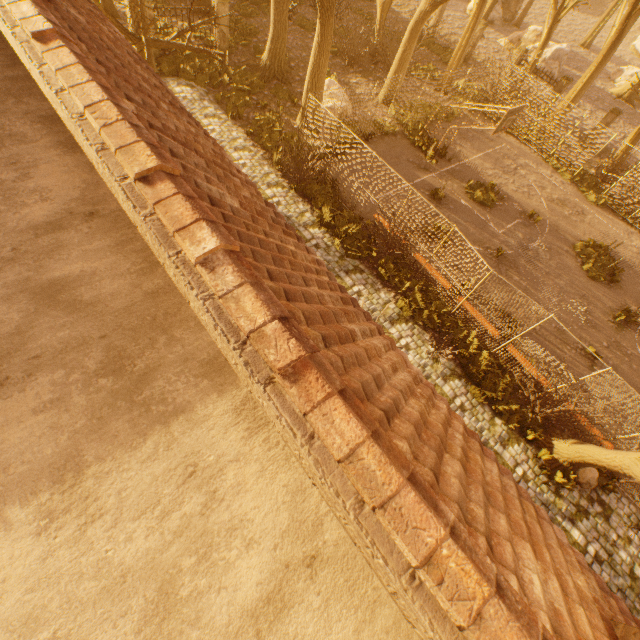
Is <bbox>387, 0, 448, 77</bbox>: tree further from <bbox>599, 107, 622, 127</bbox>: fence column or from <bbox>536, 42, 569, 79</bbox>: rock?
<bbox>536, 42, 569, 79</bbox>: rock

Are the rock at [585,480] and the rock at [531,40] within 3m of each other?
no

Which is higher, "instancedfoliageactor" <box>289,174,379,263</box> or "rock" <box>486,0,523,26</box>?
"rock" <box>486,0,523,26</box>

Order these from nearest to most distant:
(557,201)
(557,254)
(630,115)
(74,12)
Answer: (74,12) < (557,254) < (557,201) < (630,115)

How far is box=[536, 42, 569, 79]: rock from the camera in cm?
2828

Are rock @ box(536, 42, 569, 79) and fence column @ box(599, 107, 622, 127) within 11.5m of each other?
yes

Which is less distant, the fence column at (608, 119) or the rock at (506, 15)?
the fence column at (608, 119)

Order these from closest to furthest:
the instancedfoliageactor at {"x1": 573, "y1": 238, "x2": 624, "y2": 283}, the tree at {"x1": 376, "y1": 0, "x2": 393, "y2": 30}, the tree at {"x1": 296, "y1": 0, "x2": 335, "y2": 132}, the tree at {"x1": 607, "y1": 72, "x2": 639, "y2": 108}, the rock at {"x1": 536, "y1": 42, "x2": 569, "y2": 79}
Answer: the tree at {"x1": 296, "y1": 0, "x2": 335, "y2": 132}, the instancedfoliageactor at {"x1": 573, "y1": 238, "x2": 624, "y2": 283}, the tree at {"x1": 607, "y1": 72, "x2": 639, "y2": 108}, the tree at {"x1": 376, "y1": 0, "x2": 393, "y2": 30}, the rock at {"x1": 536, "y1": 42, "x2": 569, "y2": 79}
